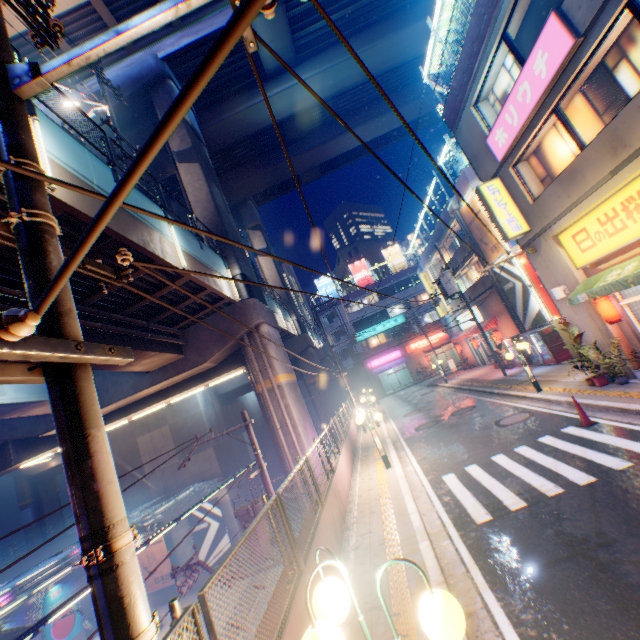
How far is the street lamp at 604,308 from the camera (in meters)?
10.20

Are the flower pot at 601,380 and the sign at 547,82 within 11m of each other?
yes

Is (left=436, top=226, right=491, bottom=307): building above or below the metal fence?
above

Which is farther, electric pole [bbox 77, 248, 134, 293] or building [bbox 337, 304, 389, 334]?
building [bbox 337, 304, 389, 334]

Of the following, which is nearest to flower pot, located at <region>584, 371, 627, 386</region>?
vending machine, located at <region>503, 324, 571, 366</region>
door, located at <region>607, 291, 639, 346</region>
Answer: door, located at <region>607, 291, 639, 346</region>

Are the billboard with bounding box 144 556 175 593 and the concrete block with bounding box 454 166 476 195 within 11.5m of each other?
no

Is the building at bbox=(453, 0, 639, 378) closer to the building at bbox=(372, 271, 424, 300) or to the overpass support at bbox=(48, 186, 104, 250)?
the building at bbox=(372, 271, 424, 300)

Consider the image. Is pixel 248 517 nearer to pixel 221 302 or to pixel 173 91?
pixel 221 302
